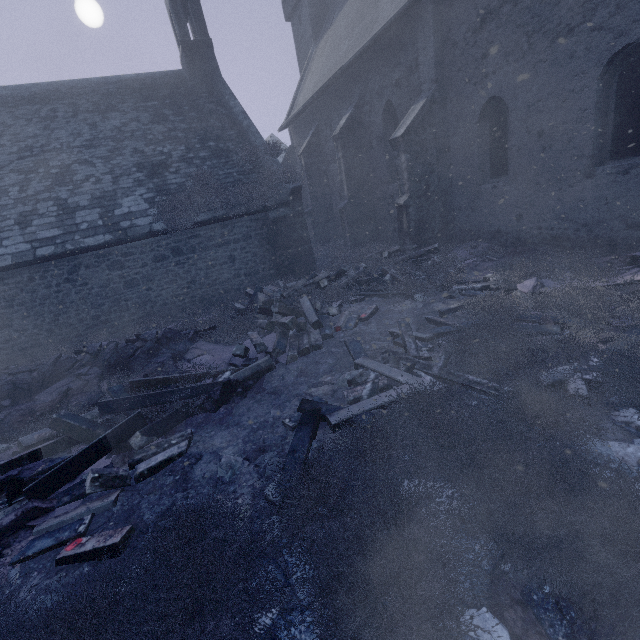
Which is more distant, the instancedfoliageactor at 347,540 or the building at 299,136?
the building at 299,136

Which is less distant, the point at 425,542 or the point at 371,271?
the point at 425,542

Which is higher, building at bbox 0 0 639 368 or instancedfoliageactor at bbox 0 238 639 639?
building at bbox 0 0 639 368

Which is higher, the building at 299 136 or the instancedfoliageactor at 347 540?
the building at 299 136

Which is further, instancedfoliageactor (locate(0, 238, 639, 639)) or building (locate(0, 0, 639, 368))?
building (locate(0, 0, 639, 368))
